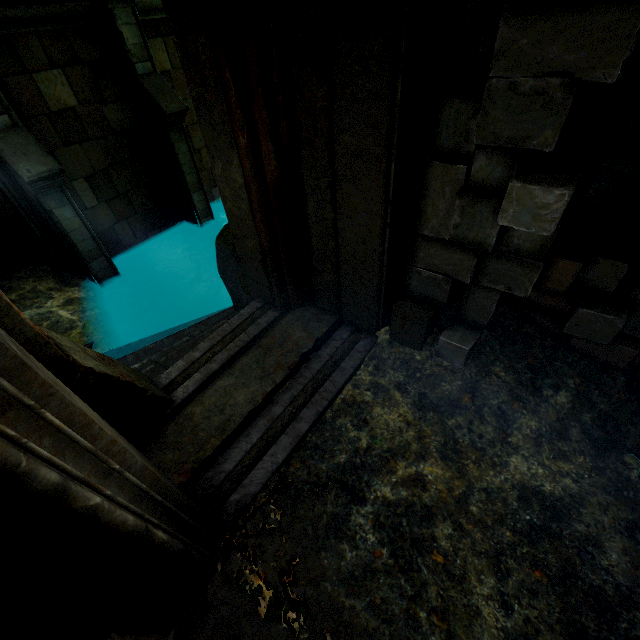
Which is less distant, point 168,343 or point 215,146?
point 215,146

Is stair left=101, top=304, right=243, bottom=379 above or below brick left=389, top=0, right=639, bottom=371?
below

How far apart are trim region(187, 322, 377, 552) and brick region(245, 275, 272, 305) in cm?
96

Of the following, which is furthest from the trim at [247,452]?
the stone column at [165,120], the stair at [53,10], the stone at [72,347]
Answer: the stair at [53,10]

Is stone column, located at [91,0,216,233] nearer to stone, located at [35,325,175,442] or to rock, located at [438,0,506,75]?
rock, located at [438,0,506,75]

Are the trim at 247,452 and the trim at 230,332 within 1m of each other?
yes

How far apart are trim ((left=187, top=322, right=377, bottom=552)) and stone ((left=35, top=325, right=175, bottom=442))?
0.8m

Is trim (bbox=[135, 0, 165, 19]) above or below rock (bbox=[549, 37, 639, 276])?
above
